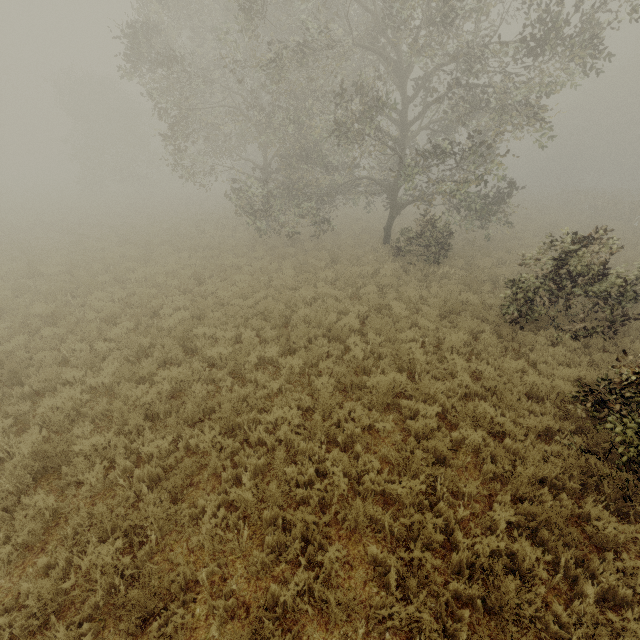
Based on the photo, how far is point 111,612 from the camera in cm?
351
